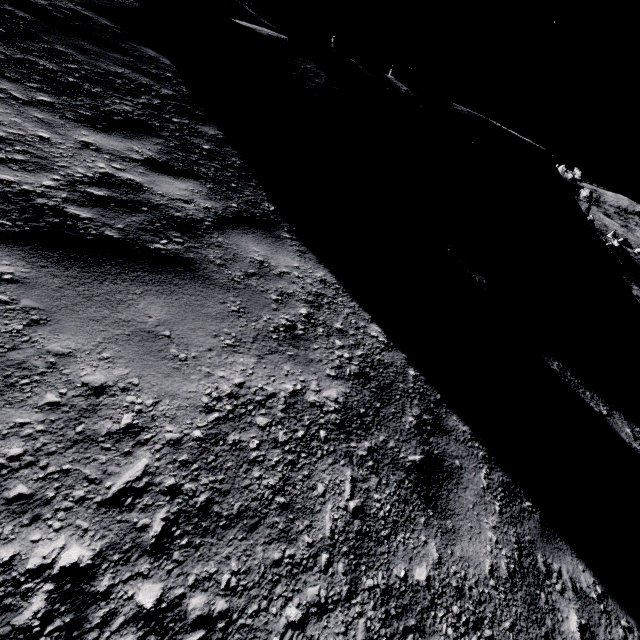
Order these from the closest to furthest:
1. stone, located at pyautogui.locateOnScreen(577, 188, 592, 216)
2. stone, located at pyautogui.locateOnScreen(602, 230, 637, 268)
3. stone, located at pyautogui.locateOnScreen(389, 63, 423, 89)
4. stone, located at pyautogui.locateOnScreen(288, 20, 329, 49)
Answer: stone, located at pyautogui.locateOnScreen(389, 63, 423, 89) < stone, located at pyautogui.locateOnScreen(288, 20, 329, 49) < stone, located at pyautogui.locateOnScreen(577, 188, 592, 216) < stone, located at pyautogui.locateOnScreen(602, 230, 637, 268)

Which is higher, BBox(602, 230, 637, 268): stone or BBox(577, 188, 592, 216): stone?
BBox(577, 188, 592, 216): stone

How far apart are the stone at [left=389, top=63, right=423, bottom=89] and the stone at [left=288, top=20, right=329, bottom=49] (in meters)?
3.28

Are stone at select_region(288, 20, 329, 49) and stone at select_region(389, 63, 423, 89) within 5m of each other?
yes

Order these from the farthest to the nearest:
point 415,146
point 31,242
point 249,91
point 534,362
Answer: point 415,146 → point 249,91 → point 534,362 → point 31,242

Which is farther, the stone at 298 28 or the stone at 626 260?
the stone at 626 260

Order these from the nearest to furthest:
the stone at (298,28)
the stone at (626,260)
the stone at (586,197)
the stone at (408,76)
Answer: the stone at (408,76)
the stone at (298,28)
the stone at (586,197)
the stone at (626,260)

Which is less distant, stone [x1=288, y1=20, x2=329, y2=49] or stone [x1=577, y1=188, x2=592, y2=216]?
stone [x1=288, y1=20, x2=329, y2=49]
